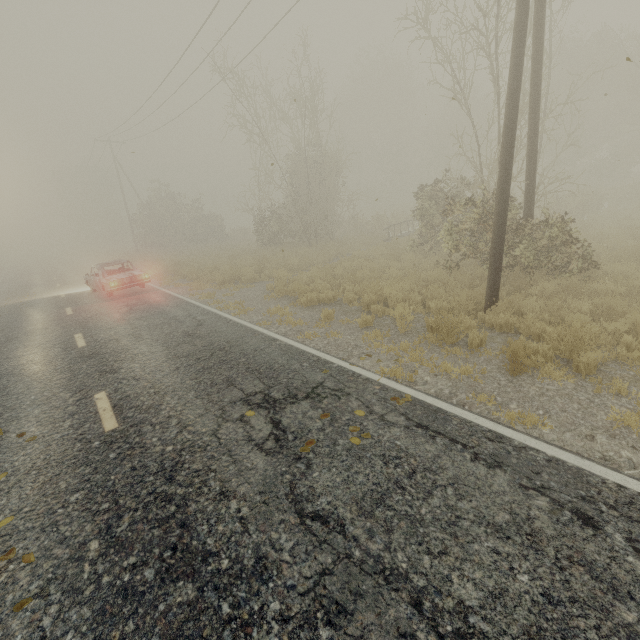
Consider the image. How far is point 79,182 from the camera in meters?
52.8

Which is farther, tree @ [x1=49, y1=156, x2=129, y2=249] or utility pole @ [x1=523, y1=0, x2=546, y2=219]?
tree @ [x1=49, y1=156, x2=129, y2=249]

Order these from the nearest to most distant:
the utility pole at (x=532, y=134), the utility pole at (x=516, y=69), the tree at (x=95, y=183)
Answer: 1. the utility pole at (x=516, y=69)
2. the utility pole at (x=532, y=134)
3. the tree at (x=95, y=183)

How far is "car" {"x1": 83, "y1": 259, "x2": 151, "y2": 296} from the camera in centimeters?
1366cm

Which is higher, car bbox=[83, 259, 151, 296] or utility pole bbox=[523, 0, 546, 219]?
utility pole bbox=[523, 0, 546, 219]

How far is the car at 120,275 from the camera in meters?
13.7

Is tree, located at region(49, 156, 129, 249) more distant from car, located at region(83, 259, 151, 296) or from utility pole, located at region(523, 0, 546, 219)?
utility pole, located at region(523, 0, 546, 219)
